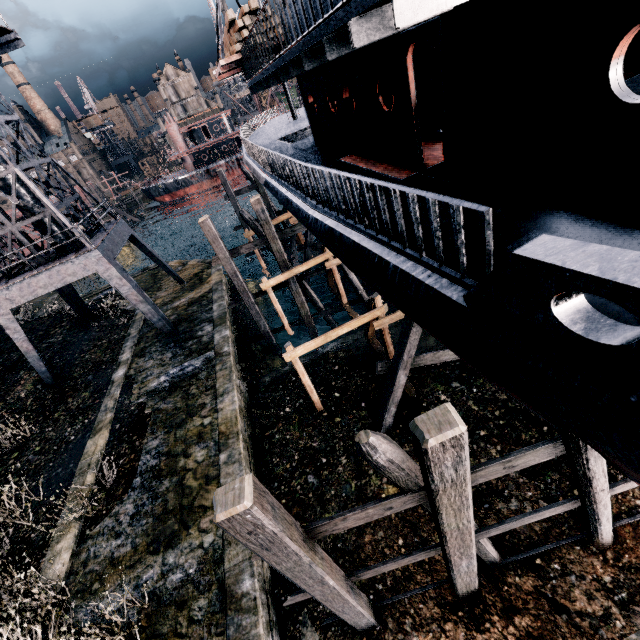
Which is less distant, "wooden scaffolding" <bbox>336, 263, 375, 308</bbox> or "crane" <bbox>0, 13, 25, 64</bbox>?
"crane" <bbox>0, 13, 25, 64</bbox>

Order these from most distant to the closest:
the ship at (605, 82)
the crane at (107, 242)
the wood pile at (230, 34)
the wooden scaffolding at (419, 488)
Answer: the crane at (107, 242)
the wood pile at (230, 34)
the wooden scaffolding at (419, 488)
the ship at (605, 82)

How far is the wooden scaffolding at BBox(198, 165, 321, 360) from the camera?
15.80m

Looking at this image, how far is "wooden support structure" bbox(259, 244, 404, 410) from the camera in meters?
12.1

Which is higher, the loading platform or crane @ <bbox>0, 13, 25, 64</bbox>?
crane @ <bbox>0, 13, 25, 64</bbox>

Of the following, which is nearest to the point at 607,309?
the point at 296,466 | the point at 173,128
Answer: the point at 296,466

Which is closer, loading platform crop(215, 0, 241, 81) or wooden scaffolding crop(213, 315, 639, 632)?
wooden scaffolding crop(213, 315, 639, 632)

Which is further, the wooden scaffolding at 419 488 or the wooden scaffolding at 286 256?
the wooden scaffolding at 286 256
